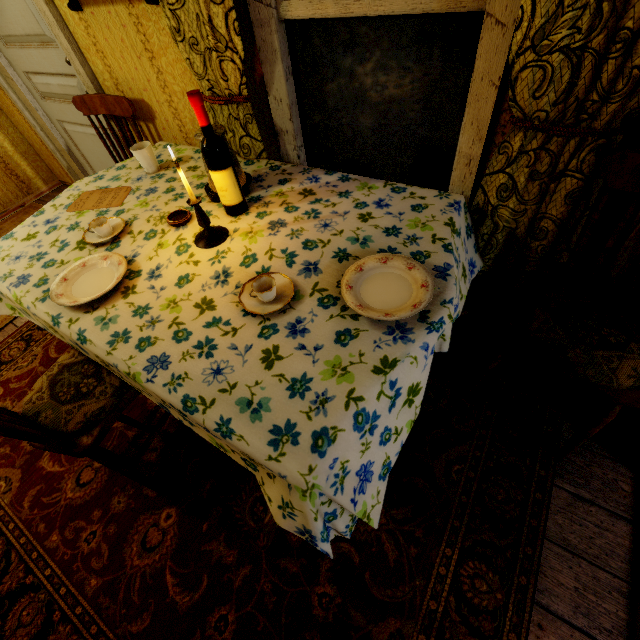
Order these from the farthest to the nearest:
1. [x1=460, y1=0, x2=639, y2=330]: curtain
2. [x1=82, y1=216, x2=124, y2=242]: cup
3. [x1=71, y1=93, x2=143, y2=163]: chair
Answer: [x1=71, y1=93, x2=143, y2=163]: chair → [x1=82, y1=216, x2=124, y2=242]: cup → [x1=460, y1=0, x2=639, y2=330]: curtain

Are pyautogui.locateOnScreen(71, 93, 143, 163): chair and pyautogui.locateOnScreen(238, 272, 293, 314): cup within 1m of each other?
no

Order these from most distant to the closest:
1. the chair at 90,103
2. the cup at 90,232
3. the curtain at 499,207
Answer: the chair at 90,103 → the cup at 90,232 → the curtain at 499,207

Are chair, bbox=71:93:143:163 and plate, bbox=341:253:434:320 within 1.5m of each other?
no

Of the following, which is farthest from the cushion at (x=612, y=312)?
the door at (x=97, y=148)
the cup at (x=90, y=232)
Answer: the door at (x=97, y=148)

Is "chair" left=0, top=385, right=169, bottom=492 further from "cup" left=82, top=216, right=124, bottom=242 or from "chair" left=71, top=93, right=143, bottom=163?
"chair" left=71, top=93, right=143, bottom=163

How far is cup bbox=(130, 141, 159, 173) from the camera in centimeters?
174cm

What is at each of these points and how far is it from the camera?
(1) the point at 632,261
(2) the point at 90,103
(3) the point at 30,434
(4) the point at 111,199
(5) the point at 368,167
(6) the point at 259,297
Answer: (1) chair, 1.1m
(2) chair, 2.2m
(3) chair, 1.0m
(4) paper, 1.7m
(5) window, 1.7m
(6) cup, 1.1m
